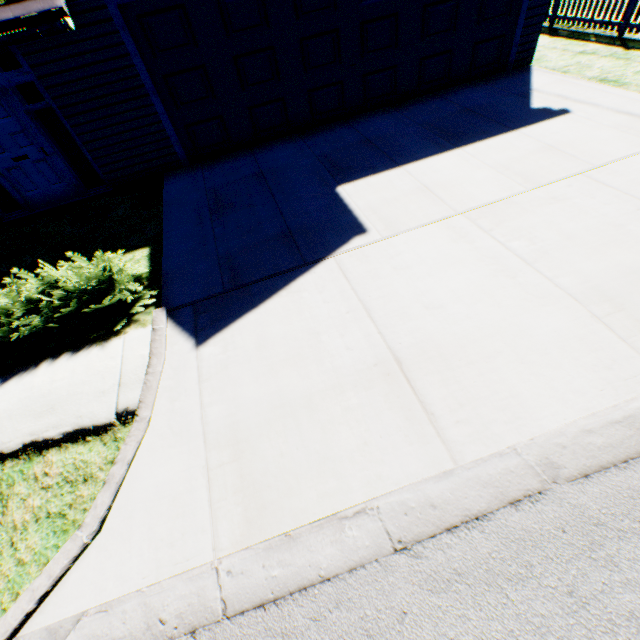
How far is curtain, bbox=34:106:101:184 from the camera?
6.60m

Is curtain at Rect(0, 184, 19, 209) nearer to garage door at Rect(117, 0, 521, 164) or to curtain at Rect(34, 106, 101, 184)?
curtain at Rect(34, 106, 101, 184)

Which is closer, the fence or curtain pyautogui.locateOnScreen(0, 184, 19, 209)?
curtain pyautogui.locateOnScreen(0, 184, 19, 209)

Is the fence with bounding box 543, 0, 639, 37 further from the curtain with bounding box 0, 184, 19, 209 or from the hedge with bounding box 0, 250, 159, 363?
the curtain with bounding box 0, 184, 19, 209

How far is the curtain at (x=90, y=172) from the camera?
6.6m

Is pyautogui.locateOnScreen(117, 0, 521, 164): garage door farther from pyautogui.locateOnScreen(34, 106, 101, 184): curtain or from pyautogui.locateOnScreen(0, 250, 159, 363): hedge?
pyautogui.locateOnScreen(0, 250, 159, 363): hedge

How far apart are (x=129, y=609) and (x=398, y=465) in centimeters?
238cm

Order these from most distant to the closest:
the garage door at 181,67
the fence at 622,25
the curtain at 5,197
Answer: the fence at 622,25 < the curtain at 5,197 < the garage door at 181,67
